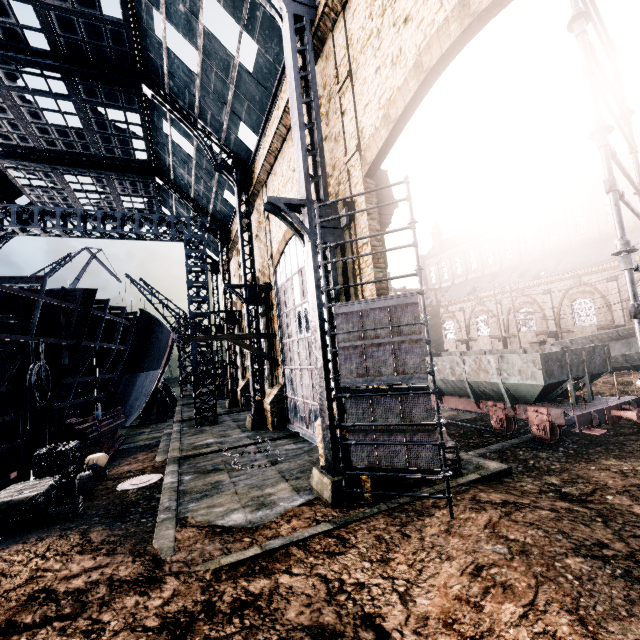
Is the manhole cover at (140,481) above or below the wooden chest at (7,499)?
below

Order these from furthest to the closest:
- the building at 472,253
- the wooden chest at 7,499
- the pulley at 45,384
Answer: the building at 472,253 → the pulley at 45,384 → the wooden chest at 7,499

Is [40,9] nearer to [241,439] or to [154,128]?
[154,128]

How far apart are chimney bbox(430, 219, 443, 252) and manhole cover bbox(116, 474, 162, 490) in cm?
5518

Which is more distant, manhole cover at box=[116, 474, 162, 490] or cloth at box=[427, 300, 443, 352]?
cloth at box=[427, 300, 443, 352]

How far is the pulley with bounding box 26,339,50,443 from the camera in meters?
12.2 m

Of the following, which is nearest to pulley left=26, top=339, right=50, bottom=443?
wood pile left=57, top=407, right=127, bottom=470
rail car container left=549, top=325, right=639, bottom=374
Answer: wood pile left=57, top=407, right=127, bottom=470

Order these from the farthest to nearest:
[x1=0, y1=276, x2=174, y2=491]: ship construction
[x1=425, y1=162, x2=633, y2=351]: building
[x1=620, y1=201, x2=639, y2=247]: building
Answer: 1. [x1=425, y1=162, x2=633, y2=351]: building
2. [x1=620, y1=201, x2=639, y2=247]: building
3. [x1=0, y1=276, x2=174, y2=491]: ship construction
